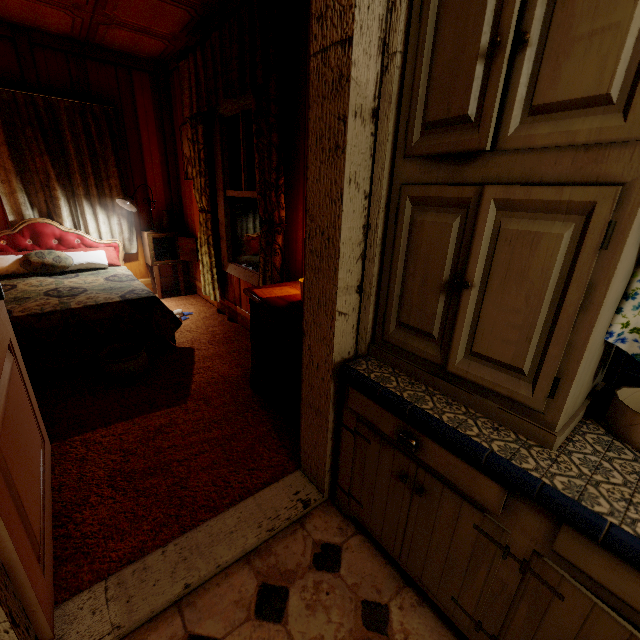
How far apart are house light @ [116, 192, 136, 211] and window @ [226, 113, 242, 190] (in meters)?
1.38

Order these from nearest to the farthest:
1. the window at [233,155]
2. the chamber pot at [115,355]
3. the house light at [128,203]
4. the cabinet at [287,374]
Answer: the cabinet at [287,374], the chamber pot at [115,355], the window at [233,155], the house light at [128,203]

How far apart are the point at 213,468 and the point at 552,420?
1.6m

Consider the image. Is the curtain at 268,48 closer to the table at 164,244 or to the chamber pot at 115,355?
the table at 164,244

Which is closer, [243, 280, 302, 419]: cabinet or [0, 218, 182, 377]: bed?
[243, 280, 302, 419]: cabinet

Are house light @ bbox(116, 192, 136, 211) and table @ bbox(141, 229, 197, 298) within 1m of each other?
yes

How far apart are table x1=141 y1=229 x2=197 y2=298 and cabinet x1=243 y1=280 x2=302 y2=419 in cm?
245

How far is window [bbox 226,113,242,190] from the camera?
3.0m
